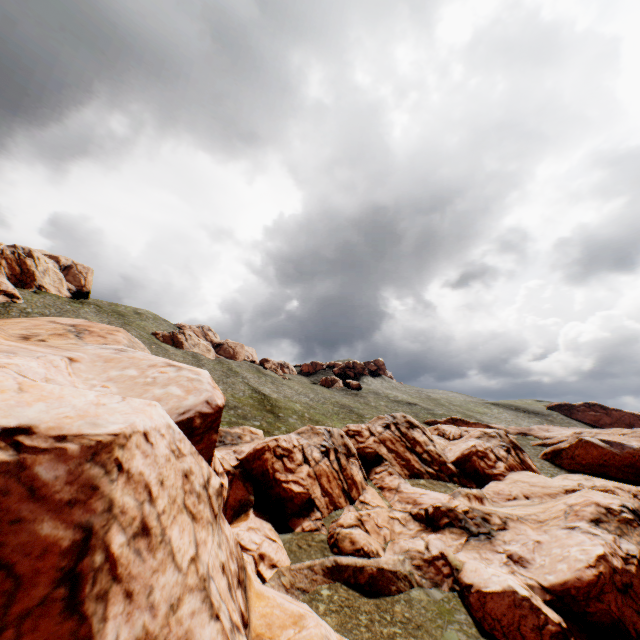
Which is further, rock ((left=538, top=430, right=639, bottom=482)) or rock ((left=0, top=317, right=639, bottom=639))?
rock ((left=538, top=430, right=639, bottom=482))

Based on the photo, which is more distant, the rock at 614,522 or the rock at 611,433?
the rock at 611,433

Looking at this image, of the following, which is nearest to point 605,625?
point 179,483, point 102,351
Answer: point 179,483
